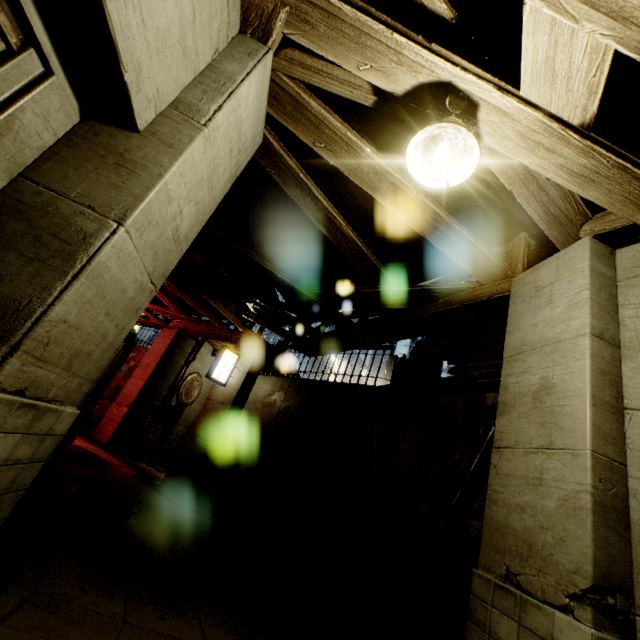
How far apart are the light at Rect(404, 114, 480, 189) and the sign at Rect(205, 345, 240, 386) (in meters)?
9.03

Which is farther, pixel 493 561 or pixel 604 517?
pixel 493 561

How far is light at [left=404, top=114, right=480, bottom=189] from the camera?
2.5 meters

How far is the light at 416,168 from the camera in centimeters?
252cm

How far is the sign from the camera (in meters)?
10.37

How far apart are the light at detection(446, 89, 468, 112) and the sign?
9.3m

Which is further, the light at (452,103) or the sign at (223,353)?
the sign at (223,353)

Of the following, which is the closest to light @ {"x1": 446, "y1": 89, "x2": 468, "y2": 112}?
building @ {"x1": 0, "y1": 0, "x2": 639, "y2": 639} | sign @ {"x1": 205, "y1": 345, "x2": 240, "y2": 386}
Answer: building @ {"x1": 0, "y1": 0, "x2": 639, "y2": 639}
